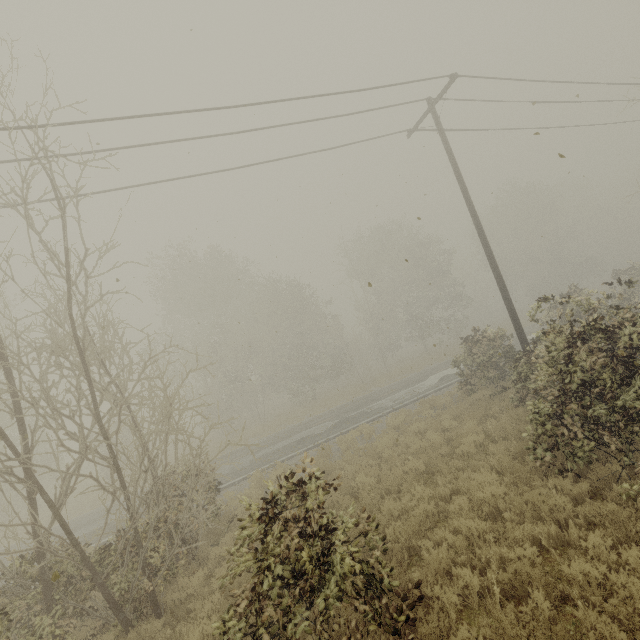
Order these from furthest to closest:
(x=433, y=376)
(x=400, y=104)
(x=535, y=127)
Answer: (x=433, y=376) → (x=535, y=127) → (x=400, y=104)
